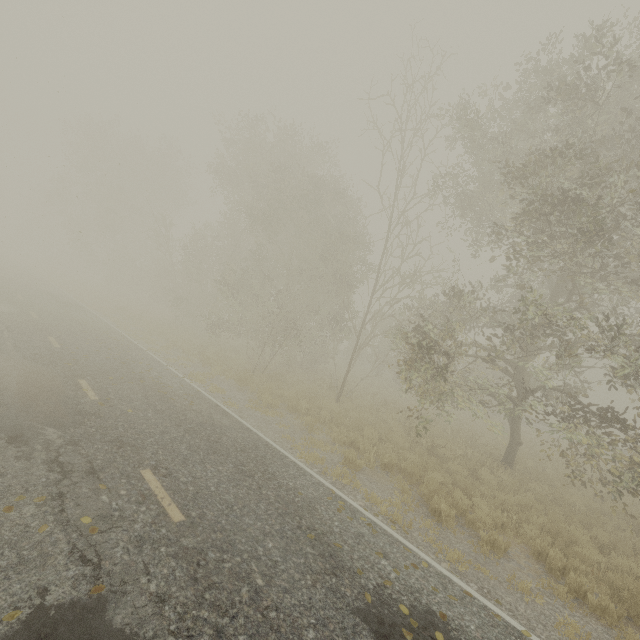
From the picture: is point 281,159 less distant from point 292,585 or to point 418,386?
point 418,386
